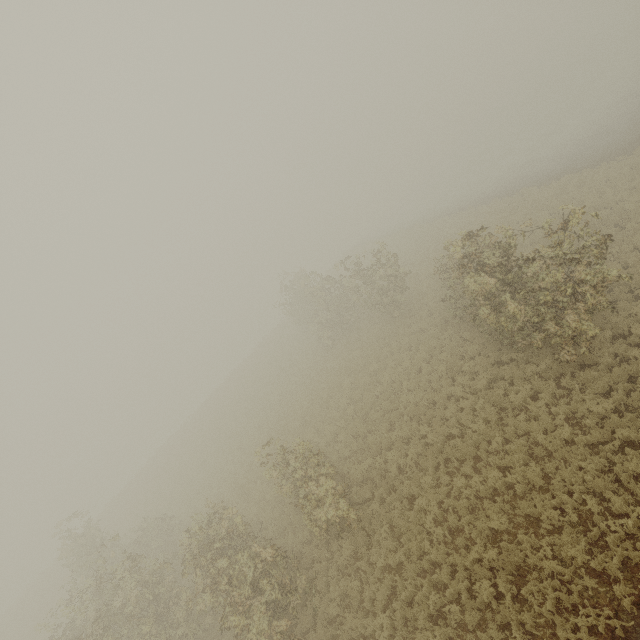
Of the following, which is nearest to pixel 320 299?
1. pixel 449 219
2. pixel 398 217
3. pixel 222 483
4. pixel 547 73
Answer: pixel 449 219
